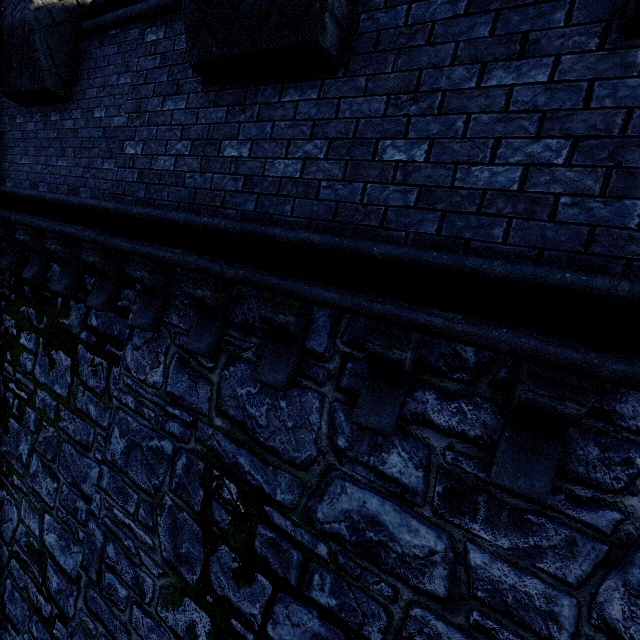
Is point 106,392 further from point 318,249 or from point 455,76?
point 455,76
